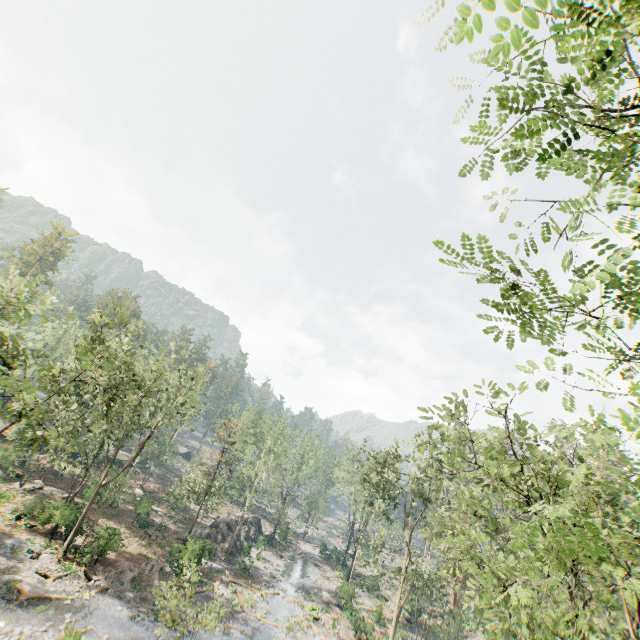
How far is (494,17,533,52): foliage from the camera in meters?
2.1

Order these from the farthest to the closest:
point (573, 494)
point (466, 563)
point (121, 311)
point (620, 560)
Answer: point (121, 311) → point (466, 563) → point (620, 560) → point (573, 494)

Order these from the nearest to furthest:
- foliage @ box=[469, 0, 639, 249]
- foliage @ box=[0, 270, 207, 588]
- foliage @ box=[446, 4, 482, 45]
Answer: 1. foliage @ box=[446, 4, 482, 45]
2. foliage @ box=[469, 0, 639, 249]
3. foliage @ box=[0, 270, 207, 588]

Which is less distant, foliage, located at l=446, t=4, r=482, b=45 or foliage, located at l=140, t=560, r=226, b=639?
foliage, located at l=446, t=4, r=482, b=45

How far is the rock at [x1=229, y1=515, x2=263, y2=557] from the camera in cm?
4372

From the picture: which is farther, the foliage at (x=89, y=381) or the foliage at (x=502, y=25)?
the foliage at (x=89, y=381)

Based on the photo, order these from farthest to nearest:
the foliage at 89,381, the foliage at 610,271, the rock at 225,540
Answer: the rock at 225,540, the foliage at 89,381, the foliage at 610,271
